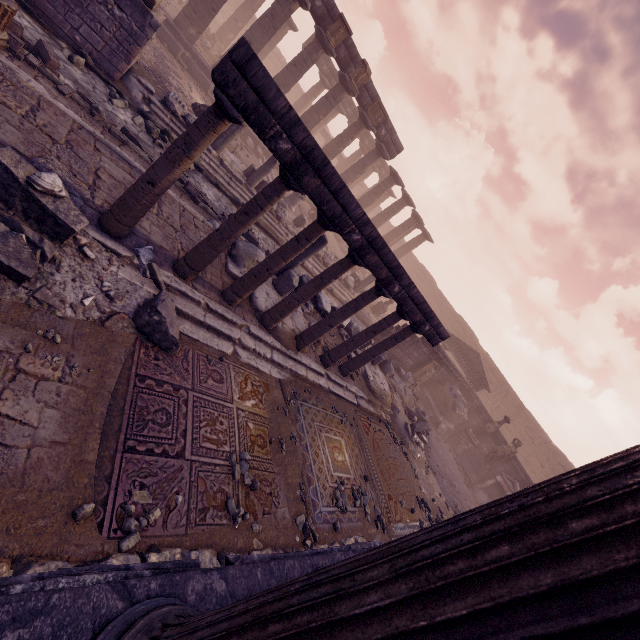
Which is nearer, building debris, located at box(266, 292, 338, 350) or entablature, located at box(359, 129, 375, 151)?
building debris, located at box(266, 292, 338, 350)

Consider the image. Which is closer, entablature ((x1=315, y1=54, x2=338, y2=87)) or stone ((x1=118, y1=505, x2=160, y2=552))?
stone ((x1=118, y1=505, x2=160, y2=552))

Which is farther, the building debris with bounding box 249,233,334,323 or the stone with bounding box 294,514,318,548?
the building debris with bounding box 249,233,334,323

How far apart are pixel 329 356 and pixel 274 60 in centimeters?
3994cm

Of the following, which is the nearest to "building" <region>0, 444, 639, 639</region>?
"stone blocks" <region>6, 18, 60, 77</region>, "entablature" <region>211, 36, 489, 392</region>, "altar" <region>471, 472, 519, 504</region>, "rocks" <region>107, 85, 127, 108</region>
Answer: "altar" <region>471, 472, 519, 504</region>

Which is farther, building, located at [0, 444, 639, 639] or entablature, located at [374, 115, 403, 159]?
entablature, located at [374, 115, 403, 159]

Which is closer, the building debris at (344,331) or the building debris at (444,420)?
the building debris at (344,331)

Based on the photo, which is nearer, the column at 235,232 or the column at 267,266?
the column at 235,232
